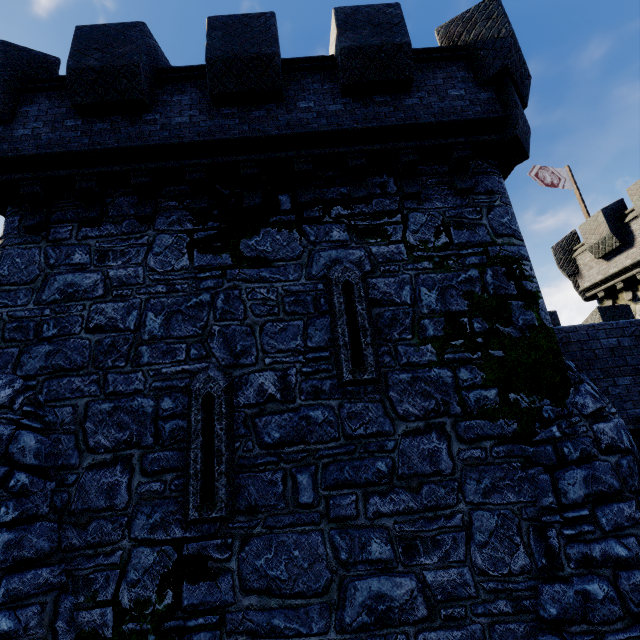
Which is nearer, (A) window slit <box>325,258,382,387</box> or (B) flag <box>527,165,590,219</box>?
(A) window slit <box>325,258,382,387</box>

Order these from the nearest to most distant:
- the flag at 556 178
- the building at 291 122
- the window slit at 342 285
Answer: the building at 291 122 → the window slit at 342 285 → the flag at 556 178

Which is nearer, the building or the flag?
the building

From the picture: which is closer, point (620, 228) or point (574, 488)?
point (574, 488)

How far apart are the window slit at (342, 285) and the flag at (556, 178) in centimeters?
1613cm

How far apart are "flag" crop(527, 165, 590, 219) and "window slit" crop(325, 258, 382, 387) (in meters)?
16.13

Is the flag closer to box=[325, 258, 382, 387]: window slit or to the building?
the building

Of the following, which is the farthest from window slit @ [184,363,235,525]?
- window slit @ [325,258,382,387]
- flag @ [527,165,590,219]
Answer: flag @ [527,165,590,219]
